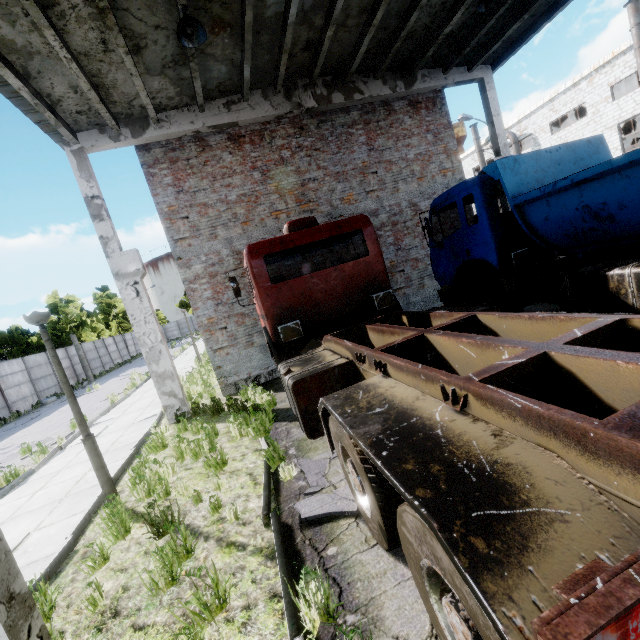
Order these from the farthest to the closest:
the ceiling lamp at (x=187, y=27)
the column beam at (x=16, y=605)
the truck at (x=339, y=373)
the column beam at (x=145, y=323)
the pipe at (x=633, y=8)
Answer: the pipe at (x=633, y=8) < the column beam at (x=145, y=323) < the ceiling lamp at (x=187, y=27) < the column beam at (x=16, y=605) < the truck at (x=339, y=373)

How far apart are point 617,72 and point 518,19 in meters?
21.0 m

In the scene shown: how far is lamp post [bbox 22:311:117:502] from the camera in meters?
4.8 m

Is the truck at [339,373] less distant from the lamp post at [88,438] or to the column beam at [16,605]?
the column beam at [16,605]

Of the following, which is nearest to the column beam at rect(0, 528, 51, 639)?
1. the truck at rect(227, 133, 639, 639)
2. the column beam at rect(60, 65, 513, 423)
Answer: the truck at rect(227, 133, 639, 639)

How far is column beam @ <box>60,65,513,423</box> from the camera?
8.4m

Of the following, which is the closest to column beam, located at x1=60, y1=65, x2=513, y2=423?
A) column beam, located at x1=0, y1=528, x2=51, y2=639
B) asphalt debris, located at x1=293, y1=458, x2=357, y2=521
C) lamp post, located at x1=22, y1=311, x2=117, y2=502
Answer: lamp post, located at x1=22, y1=311, x2=117, y2=502

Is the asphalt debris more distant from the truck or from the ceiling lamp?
the ceiling lamp
